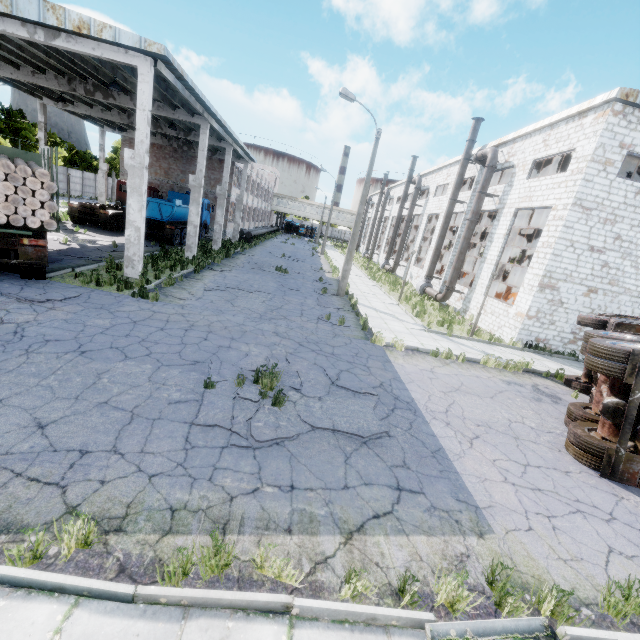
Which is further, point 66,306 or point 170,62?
point 170,62

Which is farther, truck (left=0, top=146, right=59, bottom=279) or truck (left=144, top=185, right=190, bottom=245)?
truck (left=144, top=185, right=190, bottom=245)

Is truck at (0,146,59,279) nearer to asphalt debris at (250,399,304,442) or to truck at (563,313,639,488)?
asphalt debris at (250,399,304,442)

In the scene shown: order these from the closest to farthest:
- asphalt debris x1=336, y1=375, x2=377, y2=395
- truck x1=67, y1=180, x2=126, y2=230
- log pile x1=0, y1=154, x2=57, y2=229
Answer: asphalt debris x1=336, y1=375, x2=377, y2=395, log pile x1=0, y1=154, x2=57, y2=229, truck x1=67, y1=180, x2=126, y2=230

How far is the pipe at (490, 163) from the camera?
19.4m

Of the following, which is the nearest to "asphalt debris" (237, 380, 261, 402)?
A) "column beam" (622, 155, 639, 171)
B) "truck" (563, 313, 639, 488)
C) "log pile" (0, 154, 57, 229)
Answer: "truck" (563, 313, 639, 488)

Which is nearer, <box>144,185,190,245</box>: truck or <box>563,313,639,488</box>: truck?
<box>563,313,639,488</box>: truck

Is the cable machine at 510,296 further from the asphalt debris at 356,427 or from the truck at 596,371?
the asphalt debris at 356,427
